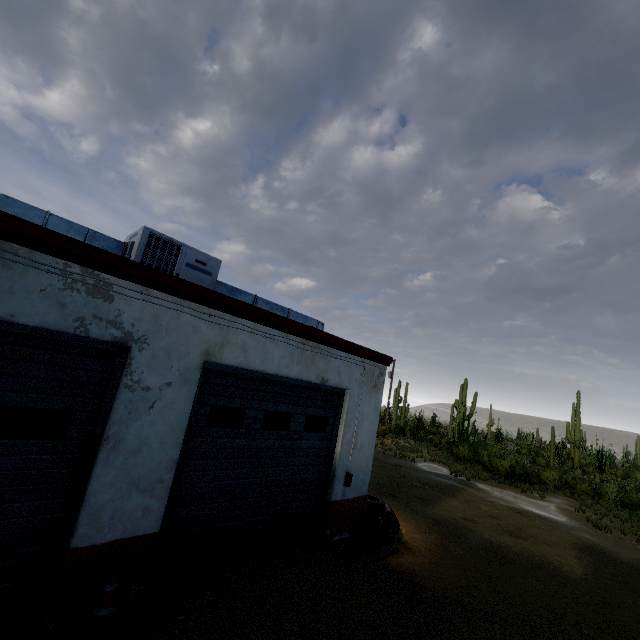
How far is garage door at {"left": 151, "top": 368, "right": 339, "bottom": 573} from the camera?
4.8m

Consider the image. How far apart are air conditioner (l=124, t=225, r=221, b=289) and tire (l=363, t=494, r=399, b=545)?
6.0 meters

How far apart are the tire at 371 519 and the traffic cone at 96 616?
5.2m

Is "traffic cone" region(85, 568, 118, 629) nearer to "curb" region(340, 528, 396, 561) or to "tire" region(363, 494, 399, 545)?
"curb" region(340, 528, 396, 561)

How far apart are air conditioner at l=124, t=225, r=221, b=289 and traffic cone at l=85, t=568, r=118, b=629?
3.7m

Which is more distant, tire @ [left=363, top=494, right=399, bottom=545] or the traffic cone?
tire @ [left=363, top=494, right=399, bottom=545]

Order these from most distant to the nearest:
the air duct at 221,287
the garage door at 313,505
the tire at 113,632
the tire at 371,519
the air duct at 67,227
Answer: the tire at 371,519
the air duct at 221,287
the garage door at 313,505
the air duct at 67,227
the tire at 113,632

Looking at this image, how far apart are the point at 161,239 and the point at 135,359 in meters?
2.2
